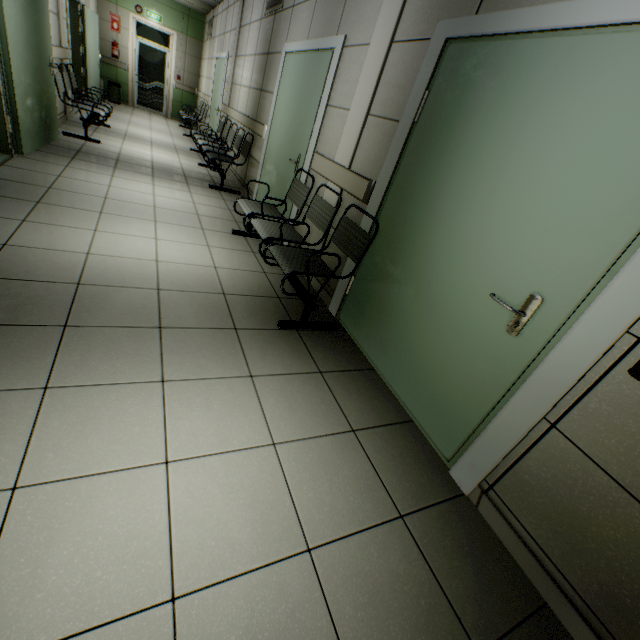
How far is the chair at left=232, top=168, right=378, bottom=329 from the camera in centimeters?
251cm

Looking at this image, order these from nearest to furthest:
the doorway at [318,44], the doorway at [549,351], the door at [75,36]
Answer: the doorway at [549,351]
the doorway at [318,44]
the door at [75,36]

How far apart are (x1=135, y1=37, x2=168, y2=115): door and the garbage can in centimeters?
65cm

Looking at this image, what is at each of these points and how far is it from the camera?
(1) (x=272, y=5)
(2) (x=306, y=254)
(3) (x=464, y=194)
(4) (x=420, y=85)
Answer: (1) ventilation grill, 4.8 meters
(2) chair, 2.8 meters
(3) door, 1.8 meters
(4) doorway, 2.1 meters

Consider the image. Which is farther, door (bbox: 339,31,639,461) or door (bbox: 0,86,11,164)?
door (bbox: 0,86,11,164)

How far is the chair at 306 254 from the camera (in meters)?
2.51

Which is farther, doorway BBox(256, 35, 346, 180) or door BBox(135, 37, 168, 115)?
door BBox(135, 37, 168, 115)

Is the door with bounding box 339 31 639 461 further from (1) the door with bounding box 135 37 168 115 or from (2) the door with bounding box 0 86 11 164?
(1) the door with bounding box 135 37 168 115
